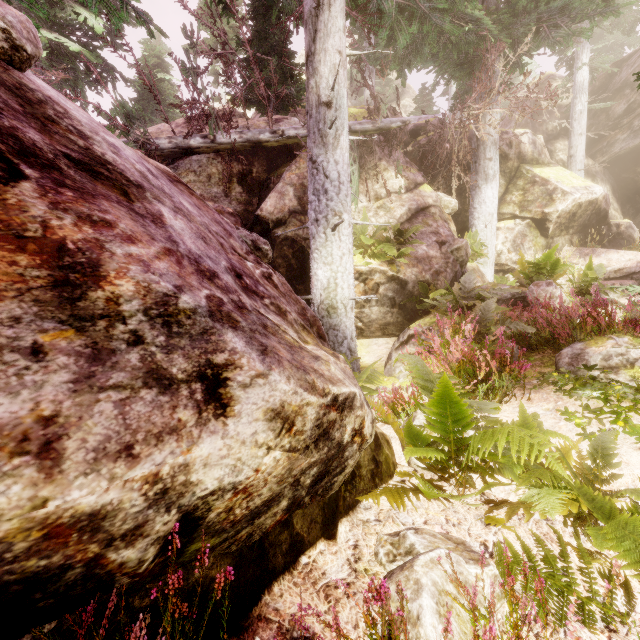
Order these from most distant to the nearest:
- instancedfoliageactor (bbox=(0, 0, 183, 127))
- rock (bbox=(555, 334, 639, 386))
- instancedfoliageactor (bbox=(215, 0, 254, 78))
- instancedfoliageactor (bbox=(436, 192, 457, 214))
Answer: instancedfoliageactor (bbox=(436, 192, 457, 214)) → instancedfoliageactor (bbox=(215, 0, 254, 78)) → rock (bbox=(555, 334, 639, 386)) → instancedfoliageactor (bbox=(0, 0, 183, 127))

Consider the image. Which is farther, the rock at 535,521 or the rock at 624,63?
the rock at 624,63

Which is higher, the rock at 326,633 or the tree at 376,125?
the tree at 376,125

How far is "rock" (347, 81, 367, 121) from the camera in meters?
11.7

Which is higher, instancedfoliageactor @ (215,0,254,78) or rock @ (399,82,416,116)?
rock @ (399,82,416,116)

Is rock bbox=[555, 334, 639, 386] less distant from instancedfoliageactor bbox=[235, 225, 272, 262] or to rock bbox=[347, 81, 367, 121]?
instancedfoliageactor bbox=[235, 225, 272, 262]

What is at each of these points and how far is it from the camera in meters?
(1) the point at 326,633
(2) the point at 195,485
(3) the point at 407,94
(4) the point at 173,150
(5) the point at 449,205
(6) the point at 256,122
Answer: (1) rock, 1.5
(2) rock, 1.2
(3) rock, 42.0
(4) tree, 9.1
(5) instancedfoliageactor, 10.0
(6) rock, 10.2
